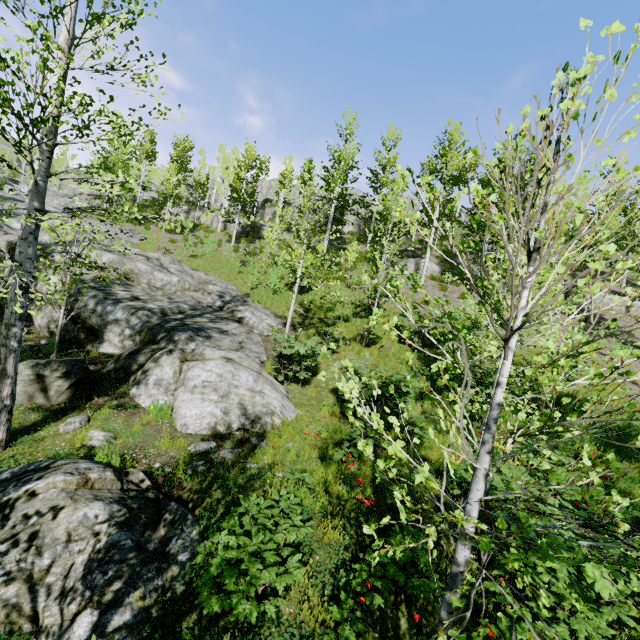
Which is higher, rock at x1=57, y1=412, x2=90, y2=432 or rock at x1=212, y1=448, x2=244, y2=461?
rock at x1=212, y1=448, x2=244, y2=461

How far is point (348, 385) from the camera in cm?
293

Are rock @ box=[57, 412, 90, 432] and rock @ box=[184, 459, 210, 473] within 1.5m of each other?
no

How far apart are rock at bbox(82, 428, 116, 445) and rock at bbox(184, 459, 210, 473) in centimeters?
164cm

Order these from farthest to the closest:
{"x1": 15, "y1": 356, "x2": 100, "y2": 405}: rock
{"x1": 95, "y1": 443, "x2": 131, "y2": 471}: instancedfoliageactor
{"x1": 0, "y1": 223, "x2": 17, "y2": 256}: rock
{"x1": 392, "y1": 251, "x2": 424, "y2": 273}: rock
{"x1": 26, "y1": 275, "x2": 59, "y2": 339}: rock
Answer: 1. {"x1": 392, "y1": 251, "x2": 424, "y2": 273}: rock
2. {"x1": 0, "y1": 223, "x2": 17, "y2": 256}: rock
3. {"x1": 26, "y1": 275, "x2": 59, "y2": 339}: rock
4. {"x1": 15, "y1": 356, "x2": 100, "y2": 405}: rock
5. {"x1": 95, "y1": 443, "x2": 131, "y2": 471}: instancedfoliageactor

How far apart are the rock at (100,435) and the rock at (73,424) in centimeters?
27cm

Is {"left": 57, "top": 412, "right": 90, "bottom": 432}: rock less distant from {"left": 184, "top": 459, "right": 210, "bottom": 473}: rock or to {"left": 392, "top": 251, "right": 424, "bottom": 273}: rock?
{"left": 392, "top": 251, "right": 424, "bottom": 273}: rock

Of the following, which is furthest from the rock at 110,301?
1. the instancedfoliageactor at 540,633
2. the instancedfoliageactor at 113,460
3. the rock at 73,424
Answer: the instancedfoliageactor at 113,460
